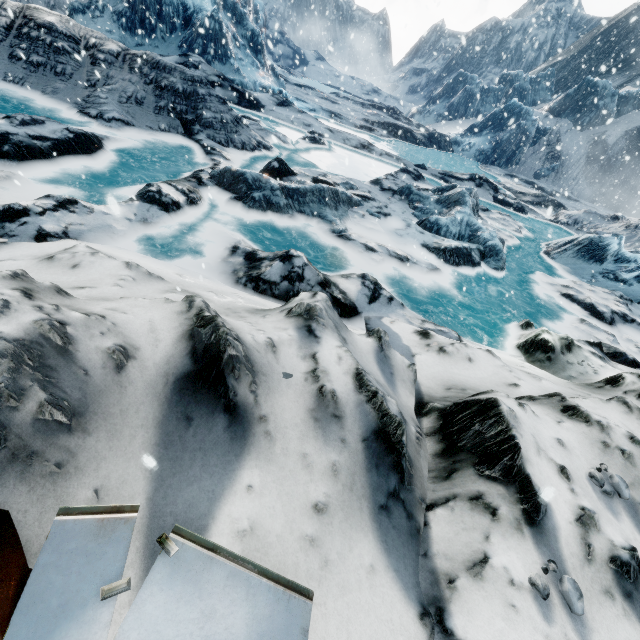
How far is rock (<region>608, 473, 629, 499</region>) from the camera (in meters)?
2.42

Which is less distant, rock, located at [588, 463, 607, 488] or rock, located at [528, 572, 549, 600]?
rock, located at [528, 572, 549, 600]

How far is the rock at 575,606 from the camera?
1.9m

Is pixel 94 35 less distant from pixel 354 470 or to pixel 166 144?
pixel 166 144

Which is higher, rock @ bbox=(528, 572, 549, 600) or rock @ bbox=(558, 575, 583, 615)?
rock @ bbox=(558, 575, 583, 615)

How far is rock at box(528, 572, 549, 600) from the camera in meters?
1.9 m

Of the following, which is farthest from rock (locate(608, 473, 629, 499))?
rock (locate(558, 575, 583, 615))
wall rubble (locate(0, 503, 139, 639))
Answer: wall rubble (locate(0, 503, 139, 639))

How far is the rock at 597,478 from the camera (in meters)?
2.44
